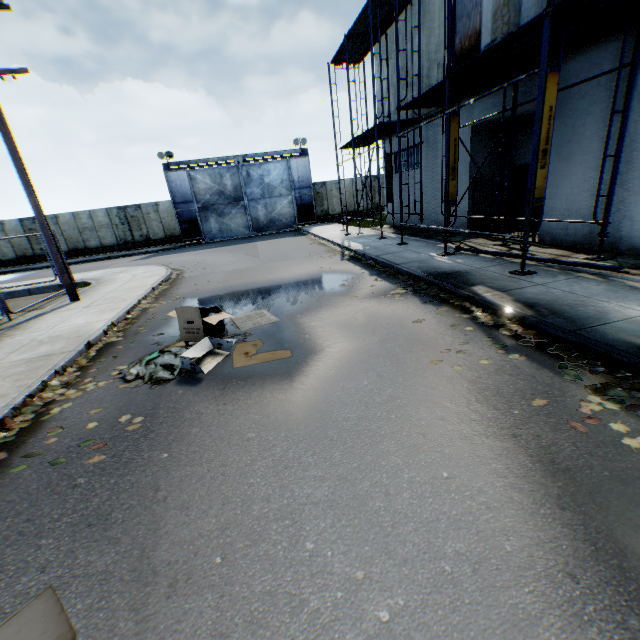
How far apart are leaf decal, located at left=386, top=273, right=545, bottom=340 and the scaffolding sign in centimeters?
238cm

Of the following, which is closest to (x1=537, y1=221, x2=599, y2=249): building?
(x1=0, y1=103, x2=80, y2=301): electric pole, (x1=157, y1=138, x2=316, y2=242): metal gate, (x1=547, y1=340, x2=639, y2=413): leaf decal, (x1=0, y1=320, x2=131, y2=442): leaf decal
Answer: (x1=547, y1=340, x2=639, y2=413): leaf decal

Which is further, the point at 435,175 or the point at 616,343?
the point at 435,175

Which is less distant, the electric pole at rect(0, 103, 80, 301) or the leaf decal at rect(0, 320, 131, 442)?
the leaf decal at rect(0, 320, 131, 442)

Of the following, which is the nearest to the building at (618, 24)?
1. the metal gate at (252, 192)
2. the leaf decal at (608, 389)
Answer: the leaf decal at (608, 389)

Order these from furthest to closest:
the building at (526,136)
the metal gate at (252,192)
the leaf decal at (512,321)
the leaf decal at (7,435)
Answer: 1. the metal gate at (252,192)
2. the building at (526,136)
3. the leaf decal at (512,321)
4. the leaf decal at (7,435)

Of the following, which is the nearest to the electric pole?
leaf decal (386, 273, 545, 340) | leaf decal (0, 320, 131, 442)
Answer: leaf decal (0, 320, 131, 442)

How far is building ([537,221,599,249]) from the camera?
8.45m
